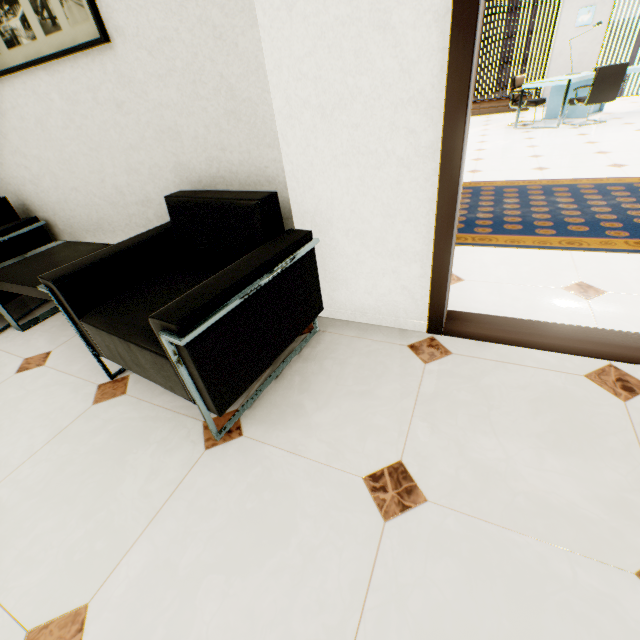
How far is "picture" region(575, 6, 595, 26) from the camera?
7.5 meters

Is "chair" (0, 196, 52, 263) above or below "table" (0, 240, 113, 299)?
above

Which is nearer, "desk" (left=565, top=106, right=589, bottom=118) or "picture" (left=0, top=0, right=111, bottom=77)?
"picture" (left=0, top=0, right=111, bottom=77)

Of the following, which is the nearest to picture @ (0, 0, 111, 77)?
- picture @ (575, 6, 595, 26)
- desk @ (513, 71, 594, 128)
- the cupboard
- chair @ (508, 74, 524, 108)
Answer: desk @ (513, 71, 594, 128)

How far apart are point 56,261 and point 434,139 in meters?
2.4

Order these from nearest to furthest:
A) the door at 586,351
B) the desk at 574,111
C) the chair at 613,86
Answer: the door at 586,351 < the chair at 613,86 < the desk at 574,111

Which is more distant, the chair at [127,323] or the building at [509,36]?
the building at [509,36]

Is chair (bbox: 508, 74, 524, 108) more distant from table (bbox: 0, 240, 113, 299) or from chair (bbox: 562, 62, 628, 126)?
table (bbox: 0, 240, 113, 299)
